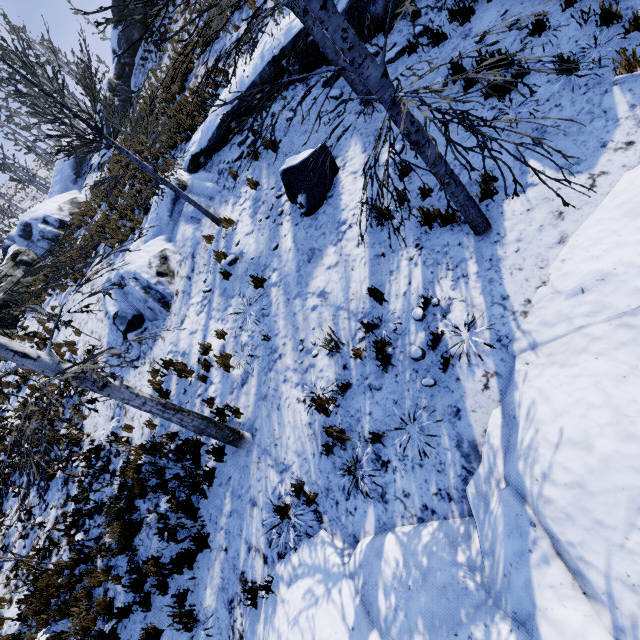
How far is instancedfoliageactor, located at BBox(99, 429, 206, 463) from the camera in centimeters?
638cm

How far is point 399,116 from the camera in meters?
3.7 m

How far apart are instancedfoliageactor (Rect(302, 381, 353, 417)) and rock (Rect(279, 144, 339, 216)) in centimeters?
410cm

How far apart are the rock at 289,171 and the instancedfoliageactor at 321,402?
4.1 meters

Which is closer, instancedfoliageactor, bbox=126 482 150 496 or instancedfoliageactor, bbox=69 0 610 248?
instancedfoliageactor, bbox=69 0 610 248

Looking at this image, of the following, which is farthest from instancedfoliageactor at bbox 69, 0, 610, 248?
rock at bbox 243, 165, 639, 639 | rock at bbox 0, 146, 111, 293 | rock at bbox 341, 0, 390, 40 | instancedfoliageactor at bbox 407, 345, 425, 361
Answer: rock at bbox 0, 146, 111, 293

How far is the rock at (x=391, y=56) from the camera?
7.2m

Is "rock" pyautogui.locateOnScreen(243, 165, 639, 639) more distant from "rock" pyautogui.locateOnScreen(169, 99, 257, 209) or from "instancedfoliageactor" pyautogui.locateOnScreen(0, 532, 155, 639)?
"rock" pyautogui.locateOnScreen(169, 99, 257, 209)
